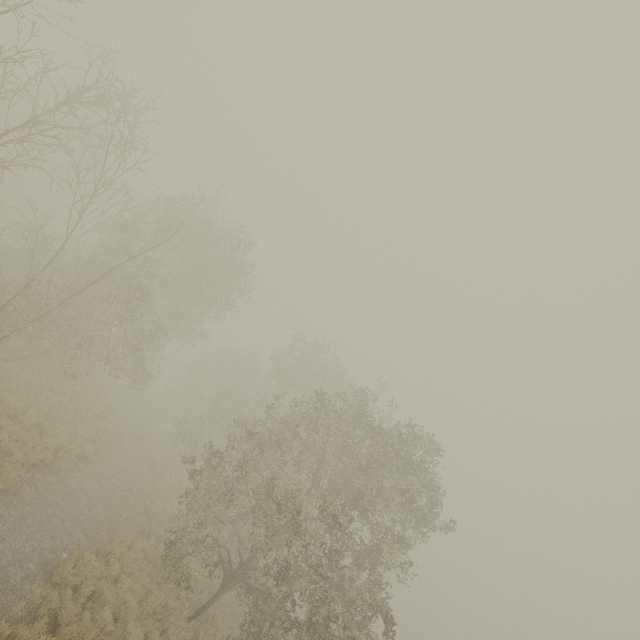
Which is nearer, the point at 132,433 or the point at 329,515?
the point at 329,515

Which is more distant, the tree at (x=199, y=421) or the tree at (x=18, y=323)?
the tree at (x=199, y=421)

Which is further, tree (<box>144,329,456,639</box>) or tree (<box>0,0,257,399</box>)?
tree (<box>144,329,456,639</box>)
